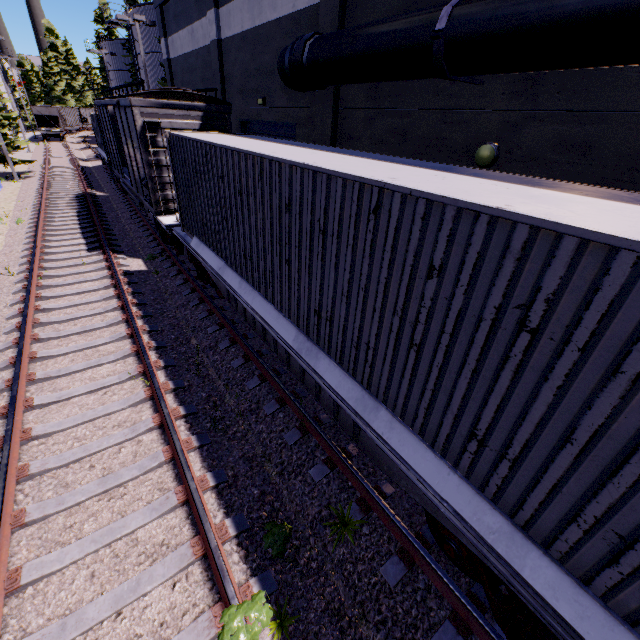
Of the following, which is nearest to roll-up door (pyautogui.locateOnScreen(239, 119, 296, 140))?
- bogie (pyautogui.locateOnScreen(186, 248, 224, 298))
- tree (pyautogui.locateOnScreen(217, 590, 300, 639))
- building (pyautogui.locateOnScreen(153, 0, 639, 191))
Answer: building (pyautogui.locateOnScreen(153, 0, 639, 191))

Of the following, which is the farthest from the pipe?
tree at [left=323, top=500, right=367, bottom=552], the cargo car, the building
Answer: tree at [left=323, top=500, right=367, bottom=552]

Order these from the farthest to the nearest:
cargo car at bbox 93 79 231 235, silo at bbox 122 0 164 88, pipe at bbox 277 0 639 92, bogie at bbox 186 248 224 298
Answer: silo at bbox 122 0 164 88, cargo car at bbox 93 79 231 235, bogie at bbox 186 248 224 298, pipe at bbox 277 0 639 92

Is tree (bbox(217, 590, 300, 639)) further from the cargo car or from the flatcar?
the cargo car

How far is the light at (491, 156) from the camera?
6.4 meters

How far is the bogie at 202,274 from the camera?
8.7 meters

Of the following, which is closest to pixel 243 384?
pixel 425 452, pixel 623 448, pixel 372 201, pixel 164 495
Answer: pixel 164 495

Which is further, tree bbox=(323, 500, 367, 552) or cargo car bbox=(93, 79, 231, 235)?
cargo car bbox=(93, 79, 231, 235)
